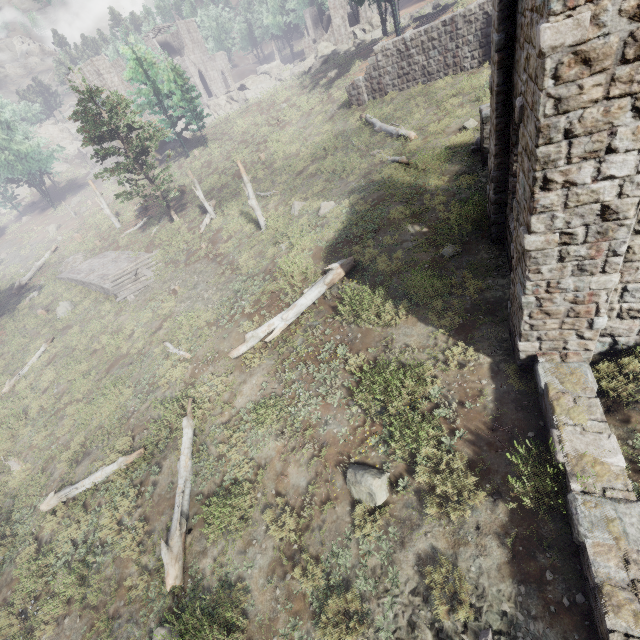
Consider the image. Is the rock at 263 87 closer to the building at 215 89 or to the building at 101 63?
the building at 215 89

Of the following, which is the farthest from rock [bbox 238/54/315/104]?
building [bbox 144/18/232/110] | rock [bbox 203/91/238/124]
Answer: building [bbox 144/18/232/110]

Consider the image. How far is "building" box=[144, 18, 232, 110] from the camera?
48.9 meters

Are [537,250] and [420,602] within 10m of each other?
yes

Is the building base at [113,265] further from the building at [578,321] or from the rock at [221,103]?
the rock at [221,103]

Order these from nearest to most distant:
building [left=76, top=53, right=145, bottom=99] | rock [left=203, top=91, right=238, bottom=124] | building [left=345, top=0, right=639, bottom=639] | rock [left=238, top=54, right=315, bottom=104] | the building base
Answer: building [left=345, top=0, right=639, bottom=639] < the building base < building [left=76, top=53, right=145, bottom=99] < rock [left=238, top=54, right=315, bottom=104] < rock [left=203, top=91, right=238, bottom=124]

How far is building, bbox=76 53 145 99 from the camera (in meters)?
35.47

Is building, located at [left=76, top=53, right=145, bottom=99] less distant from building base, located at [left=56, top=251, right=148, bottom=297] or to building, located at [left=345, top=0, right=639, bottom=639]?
building base, located at [left=56, top=251, right=148, bottom=297]
